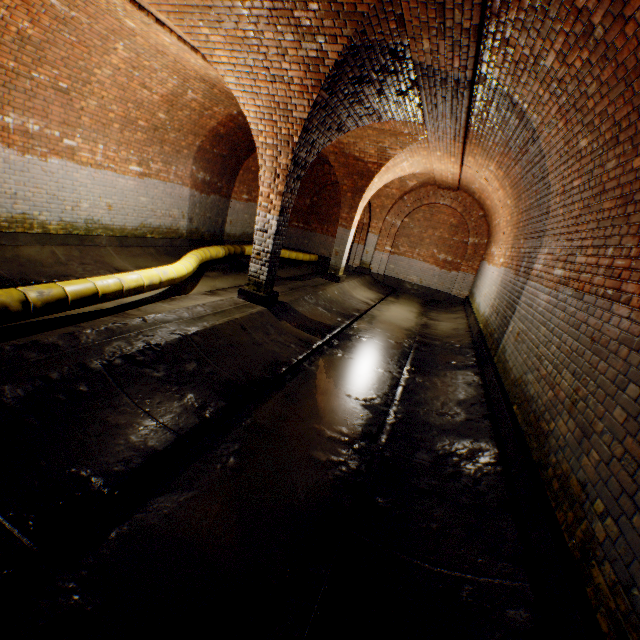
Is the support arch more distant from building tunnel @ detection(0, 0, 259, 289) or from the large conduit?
the large conduit

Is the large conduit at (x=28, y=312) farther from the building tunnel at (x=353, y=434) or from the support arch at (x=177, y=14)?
the support arch at (x=177, y=14)

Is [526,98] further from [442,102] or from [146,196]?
[146,196]

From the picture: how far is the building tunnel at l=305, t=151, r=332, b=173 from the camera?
12.76m

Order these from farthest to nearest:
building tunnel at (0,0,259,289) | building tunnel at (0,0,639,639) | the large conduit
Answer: building tunnel at (0,0,259,289) < the large conduit < building tunnel at (0,0,639,639)

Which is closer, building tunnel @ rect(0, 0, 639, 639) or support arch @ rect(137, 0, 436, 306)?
building tunnel @ rect(0, 0, 639, 639)

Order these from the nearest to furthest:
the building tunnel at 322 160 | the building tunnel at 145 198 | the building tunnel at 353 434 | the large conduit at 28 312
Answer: the building tunnel at 353 434
the large conduit at 28 312
the building tunnel at 145 198
the building tunnel at 322 160
